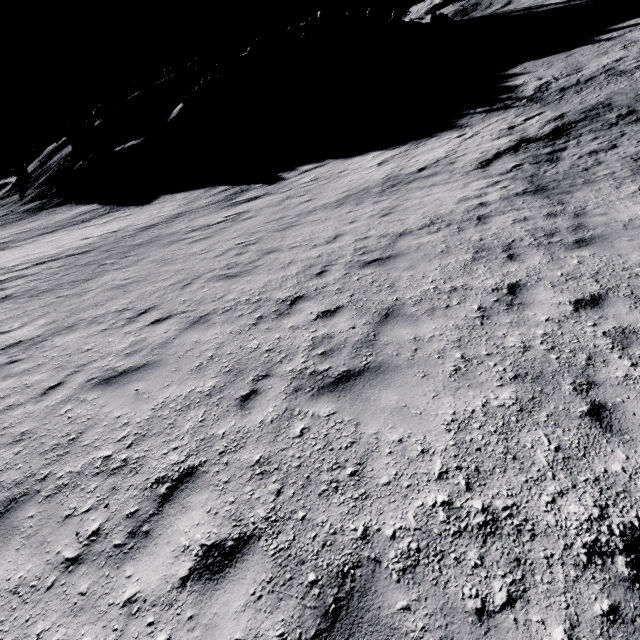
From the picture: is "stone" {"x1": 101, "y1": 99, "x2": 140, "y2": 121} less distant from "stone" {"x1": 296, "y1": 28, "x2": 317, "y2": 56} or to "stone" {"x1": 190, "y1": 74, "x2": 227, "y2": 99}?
"stone" {"x1": 190, "y1": 74, "x2": 227, "y2": 99}

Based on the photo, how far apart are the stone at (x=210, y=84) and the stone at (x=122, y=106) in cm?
1771

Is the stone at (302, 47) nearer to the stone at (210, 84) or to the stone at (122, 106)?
the stone at (210, 84)

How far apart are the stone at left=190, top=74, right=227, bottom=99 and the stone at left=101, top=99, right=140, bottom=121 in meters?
17.7

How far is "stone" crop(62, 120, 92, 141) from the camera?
58.3 meters

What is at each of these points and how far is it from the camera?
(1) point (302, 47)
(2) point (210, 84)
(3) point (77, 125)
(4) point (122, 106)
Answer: (1) stone, 56.0 meters
(2) stone, 43.6 meters
(3) stone, 58.6 meters
(4) stone, 51.8 meters

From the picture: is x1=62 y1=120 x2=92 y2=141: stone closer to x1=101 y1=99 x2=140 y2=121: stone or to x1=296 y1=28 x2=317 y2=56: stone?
x1=101 y1=99 x2=140 y2=121: stone

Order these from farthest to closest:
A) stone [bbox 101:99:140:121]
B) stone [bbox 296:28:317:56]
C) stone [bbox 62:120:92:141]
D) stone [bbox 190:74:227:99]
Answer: stone [bbox 62:120:92:141] → stone [bbox 296:28:317:56] → stone [bbox 101:99:140:121] → stone [bbox 190:74:227:99]
